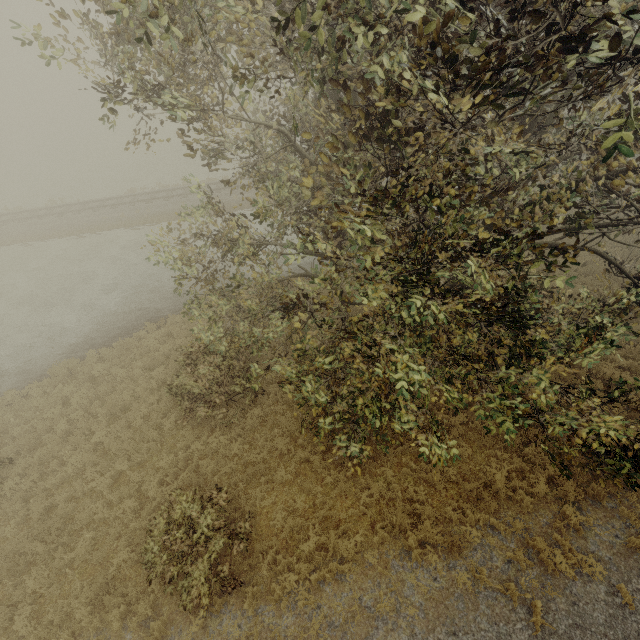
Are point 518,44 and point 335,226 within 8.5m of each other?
yes
